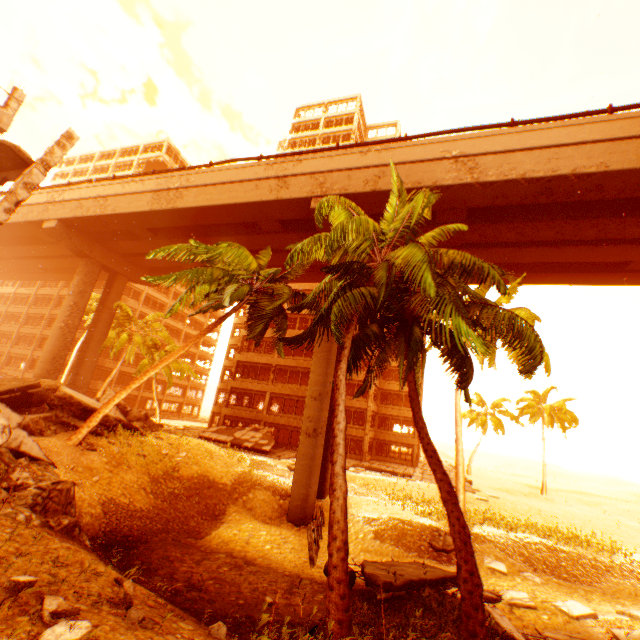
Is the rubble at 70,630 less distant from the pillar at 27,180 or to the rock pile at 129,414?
the rock pile at 129,414

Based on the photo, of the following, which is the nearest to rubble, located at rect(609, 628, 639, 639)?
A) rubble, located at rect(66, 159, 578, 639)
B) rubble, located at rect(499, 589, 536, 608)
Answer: rubble, located at rect(66, 159, 578, 639)

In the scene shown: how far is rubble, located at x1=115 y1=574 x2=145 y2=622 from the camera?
4.7m

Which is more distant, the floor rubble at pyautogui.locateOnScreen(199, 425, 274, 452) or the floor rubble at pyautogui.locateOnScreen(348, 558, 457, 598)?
the floor rubble at pyautogui.locateOnScreen(199, 425, 274, 452)

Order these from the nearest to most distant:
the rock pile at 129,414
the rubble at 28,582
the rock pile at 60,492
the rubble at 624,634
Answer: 1. the rubble at 28,582
2. the rock pile at 60,492
3. the rubble at 624,634
4. the rock pile at 129,414

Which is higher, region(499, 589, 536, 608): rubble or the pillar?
the pillar

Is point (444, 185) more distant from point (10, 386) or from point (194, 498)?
point (10, 386)
